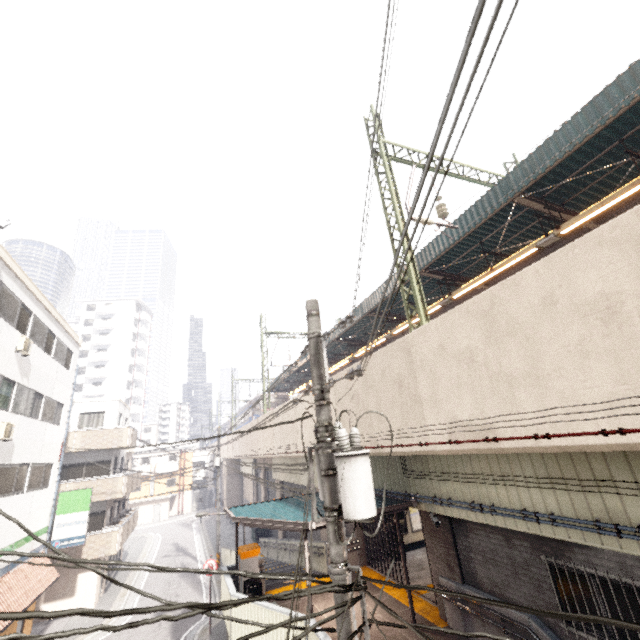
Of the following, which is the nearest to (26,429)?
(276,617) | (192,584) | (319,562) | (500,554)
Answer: (276,617)

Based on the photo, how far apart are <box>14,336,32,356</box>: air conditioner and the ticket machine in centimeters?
1143cm

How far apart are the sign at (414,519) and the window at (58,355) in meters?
19.1

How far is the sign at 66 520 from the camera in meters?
16.3

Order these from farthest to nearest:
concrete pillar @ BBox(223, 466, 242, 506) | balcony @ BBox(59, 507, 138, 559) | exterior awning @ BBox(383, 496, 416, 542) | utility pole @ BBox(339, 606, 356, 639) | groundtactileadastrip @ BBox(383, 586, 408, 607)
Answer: concrete pillar @ BBox(223, 466, 242, 506) < balcony @ BBox(59, 507, 138, 559) < groundtactileadastrip @ BBox(383, 586, 408, 607) < exterior awning @ BBox(383, 496, 416, 542) < utility pole @ BBox(339, 606, 356, 639)

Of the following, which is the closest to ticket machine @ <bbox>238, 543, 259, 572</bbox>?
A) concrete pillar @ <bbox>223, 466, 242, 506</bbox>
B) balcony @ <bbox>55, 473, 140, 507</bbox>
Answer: balcony @ <bbox>55, 473, 140, 507</bbox>

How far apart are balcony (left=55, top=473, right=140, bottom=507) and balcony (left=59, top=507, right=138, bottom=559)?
1.6 meters

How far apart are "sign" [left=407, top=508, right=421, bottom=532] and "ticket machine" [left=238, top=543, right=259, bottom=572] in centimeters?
776cm
